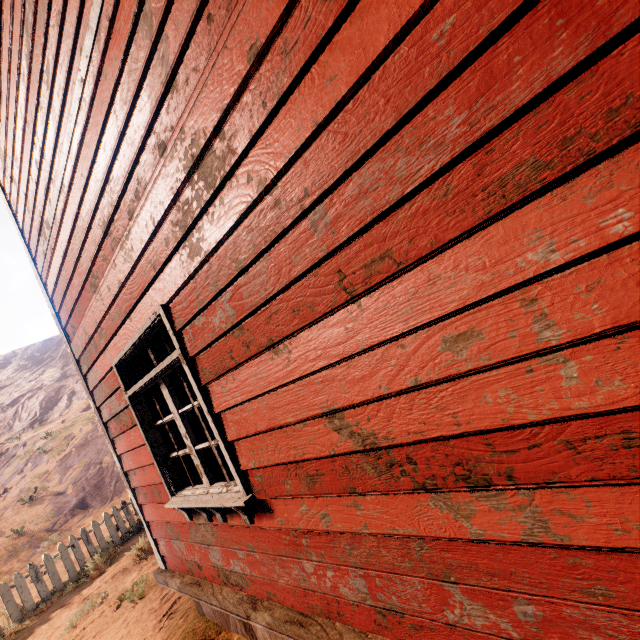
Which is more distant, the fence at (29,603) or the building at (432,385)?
the fence at (29,603)

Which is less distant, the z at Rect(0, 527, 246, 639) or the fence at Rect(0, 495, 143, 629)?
the z at Rect(0, 527, 246, 639)

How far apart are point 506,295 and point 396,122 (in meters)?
0.67

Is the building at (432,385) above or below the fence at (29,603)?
above

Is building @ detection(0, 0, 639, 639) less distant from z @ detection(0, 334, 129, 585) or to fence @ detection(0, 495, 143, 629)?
z @ detection(0, 334, 129, 585)

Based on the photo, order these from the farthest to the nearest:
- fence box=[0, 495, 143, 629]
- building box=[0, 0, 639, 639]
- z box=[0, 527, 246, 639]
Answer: fence box=[0, 495, 143, 629] → z box=[0, 527, 246, 639] → building box=[0, 0, 639, 639]

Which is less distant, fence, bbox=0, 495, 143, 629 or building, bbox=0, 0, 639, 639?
building, bbox=0, 0, 639, 639

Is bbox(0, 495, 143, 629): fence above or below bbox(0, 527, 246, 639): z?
above
